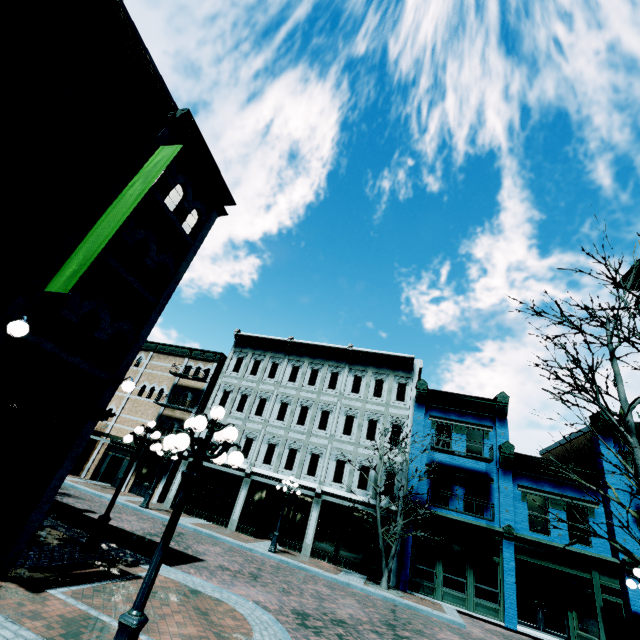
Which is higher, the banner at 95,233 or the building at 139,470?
the banner at 95,233

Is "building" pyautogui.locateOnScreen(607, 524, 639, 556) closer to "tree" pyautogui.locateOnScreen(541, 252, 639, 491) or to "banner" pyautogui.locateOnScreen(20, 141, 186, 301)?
"tree" pyautogui.locateOnScreen(541, 252, 639, 491)

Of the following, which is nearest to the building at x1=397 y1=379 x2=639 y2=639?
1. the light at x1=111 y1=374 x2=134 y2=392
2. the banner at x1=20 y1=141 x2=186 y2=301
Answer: the light at x1=111 y1=374 x2=134 y2=392

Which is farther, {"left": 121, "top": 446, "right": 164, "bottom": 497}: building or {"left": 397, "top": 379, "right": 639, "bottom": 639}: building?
{"left": 121, "top": 446, "right": 164, "bottom": 497}: building

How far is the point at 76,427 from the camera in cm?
793

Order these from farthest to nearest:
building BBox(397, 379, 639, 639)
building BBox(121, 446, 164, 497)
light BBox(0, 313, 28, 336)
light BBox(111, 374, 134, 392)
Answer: building BBox(121, 446, 164, 497)
building BBox(397, 379, 639, 639)
light BBox(111, 374, 134, 392)
light BBox(0, 313, 28, 336)

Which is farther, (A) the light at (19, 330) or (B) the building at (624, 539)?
(B) the building at (624, 539)

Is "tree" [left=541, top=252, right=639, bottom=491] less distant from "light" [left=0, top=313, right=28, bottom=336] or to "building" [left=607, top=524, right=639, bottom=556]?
"light" [left=0, top=313, right=28, bottom=336]
